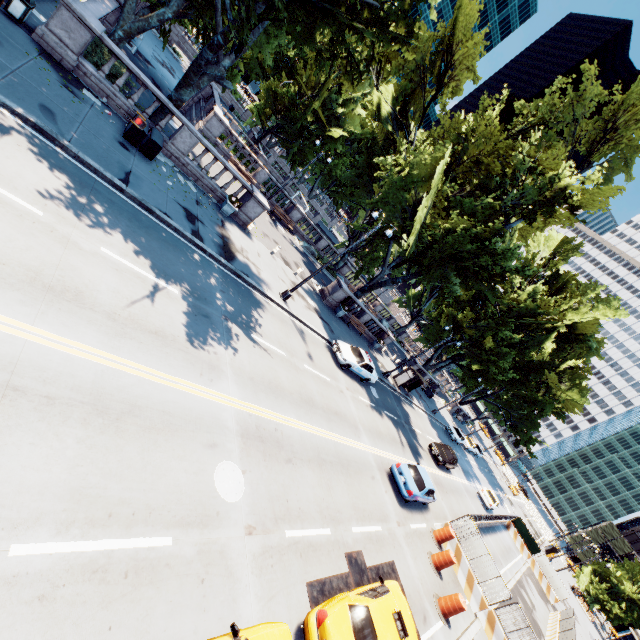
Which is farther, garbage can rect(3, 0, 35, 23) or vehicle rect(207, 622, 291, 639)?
garbage can rect(3, 0, 35, 23)

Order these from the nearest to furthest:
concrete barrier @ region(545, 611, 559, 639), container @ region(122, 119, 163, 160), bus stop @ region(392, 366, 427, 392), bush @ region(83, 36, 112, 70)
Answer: container @ region(122, 119, 163, 160) < bush @ region(83, 36, 112, 70) < concrete barrier @ region(545, 611, 559, 639) < bus stop @ region(392, 366, 427, 392)

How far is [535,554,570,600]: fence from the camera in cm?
3411

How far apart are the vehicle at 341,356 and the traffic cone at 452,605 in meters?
11.8

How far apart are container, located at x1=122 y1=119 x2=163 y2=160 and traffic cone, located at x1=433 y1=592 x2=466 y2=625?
23.4 meters

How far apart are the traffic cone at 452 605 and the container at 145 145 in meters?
23.4

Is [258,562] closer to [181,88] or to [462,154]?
[181,88]

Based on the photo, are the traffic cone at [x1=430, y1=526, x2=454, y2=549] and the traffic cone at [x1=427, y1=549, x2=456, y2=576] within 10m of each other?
yes
